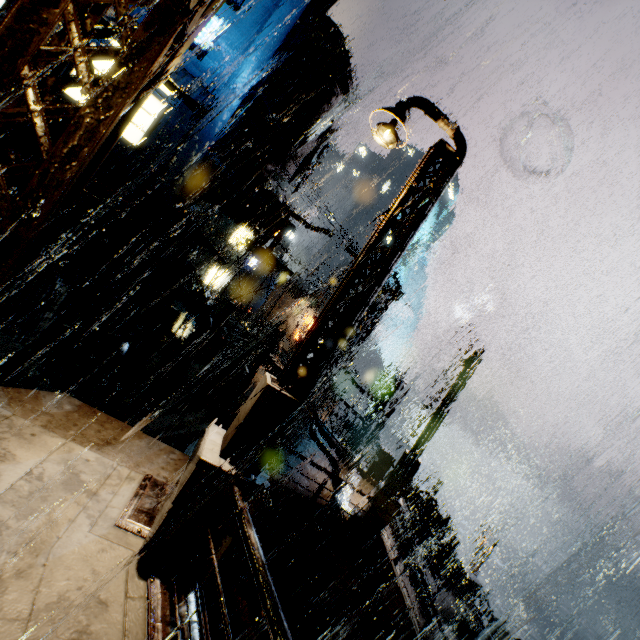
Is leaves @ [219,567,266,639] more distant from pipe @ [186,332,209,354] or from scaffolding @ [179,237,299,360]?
pipe @ [186,332,209,354]

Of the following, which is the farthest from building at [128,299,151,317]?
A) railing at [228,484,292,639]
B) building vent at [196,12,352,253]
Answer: railing at [228,484,292,639]

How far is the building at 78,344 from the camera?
9.5 meters

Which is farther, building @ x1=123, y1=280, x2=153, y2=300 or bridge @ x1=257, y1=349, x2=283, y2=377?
bridge @ x1=257, y1=349, x2=283, y2=377

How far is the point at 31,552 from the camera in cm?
352

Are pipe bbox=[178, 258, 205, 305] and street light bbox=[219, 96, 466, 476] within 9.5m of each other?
no

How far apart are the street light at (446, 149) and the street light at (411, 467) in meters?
7.4

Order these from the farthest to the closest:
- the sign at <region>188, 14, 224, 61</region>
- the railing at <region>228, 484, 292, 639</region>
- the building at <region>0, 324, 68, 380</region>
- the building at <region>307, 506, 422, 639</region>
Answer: the sign at <region>188, 14, 224, 61</region> → the building at <region>307, 506, 422, 639</region> → the building at <region>0, 324, 68, 380</region> → the railing at <region>228, 484, 292, 639</region>
